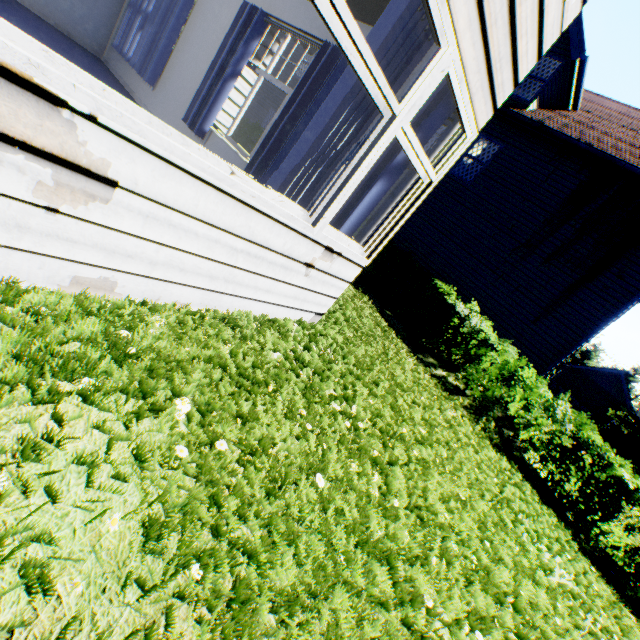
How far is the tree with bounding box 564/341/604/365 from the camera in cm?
5041

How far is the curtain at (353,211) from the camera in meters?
3.1

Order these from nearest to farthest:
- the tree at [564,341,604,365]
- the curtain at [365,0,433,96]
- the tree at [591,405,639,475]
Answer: the curtain at [365,0,433,96] → the tree at [591,405,639,475] → the tree at [564,341,604,365]

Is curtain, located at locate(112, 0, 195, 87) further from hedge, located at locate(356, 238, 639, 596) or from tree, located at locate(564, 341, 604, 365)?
tree, located at locate(564, 341, 604, 365)

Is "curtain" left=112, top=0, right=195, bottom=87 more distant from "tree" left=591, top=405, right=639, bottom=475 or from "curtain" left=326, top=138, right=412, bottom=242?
"tree" left=591, top=405, right=639, bottom=475

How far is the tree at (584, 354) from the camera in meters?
50.4 m

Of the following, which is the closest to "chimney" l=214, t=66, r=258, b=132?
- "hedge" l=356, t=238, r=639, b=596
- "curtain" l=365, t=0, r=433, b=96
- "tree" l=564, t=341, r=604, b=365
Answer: "curtain" l=365, t=0, r=433, b=96

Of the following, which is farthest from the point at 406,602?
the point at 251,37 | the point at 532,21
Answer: the point at 251,37
